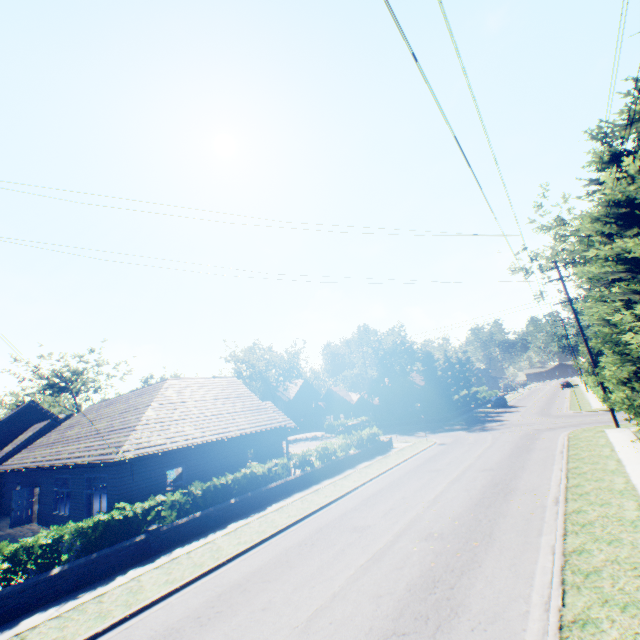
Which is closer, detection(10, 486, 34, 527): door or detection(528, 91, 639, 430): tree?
detection(528, 91, 639, 430): tree

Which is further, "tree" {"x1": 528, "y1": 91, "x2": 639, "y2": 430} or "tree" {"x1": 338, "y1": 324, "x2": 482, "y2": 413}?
"tree" {"x1": 338, "y1": 324, "x2": 482, "y2": 413}

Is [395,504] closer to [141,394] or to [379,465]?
[379,465]

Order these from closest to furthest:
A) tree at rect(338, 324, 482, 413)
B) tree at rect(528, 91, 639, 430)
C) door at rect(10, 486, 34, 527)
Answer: tree at rect(528, 91, 639, 430), door at rect(10, 486, 34, 527), tree at rect(338, 324, 482, 413)

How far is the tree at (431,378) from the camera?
43.66m

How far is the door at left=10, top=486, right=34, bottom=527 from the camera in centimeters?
2056cm

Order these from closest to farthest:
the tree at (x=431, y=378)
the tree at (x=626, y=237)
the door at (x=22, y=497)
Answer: the tree at (x=626, y=237)
the door at (x=22, y=497)
the tree at (x=431, y=378)
